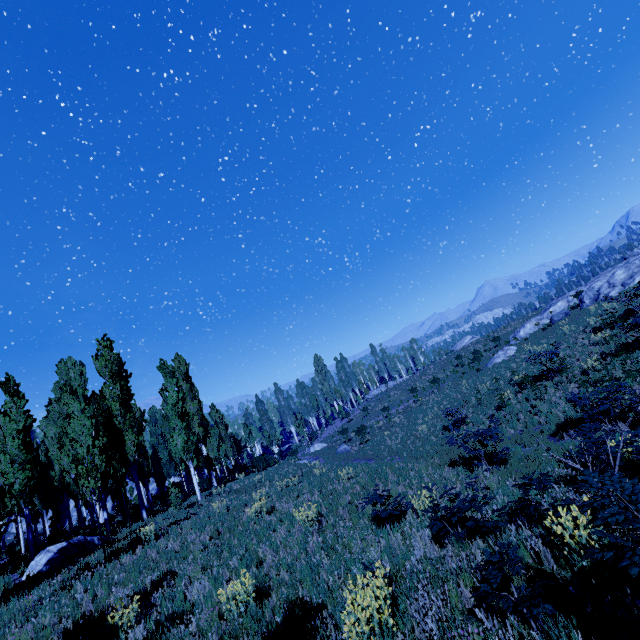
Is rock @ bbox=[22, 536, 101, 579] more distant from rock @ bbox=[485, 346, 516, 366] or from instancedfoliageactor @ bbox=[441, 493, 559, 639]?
rock @ bbox=[485, 346, 516, 366]

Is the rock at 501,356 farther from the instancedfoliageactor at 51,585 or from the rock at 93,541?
the rock at 93,541

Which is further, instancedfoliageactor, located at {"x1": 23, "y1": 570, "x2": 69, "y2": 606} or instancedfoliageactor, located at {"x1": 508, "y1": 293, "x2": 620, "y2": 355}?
instancedfoliageactor, located at {"x1": 508, "y1": 293, "x2": 620, "y2": 355}

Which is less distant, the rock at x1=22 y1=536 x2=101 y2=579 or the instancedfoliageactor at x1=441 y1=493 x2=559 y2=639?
the instancedfoliageactor at x1=441 y1=493 x2=559 y2=639

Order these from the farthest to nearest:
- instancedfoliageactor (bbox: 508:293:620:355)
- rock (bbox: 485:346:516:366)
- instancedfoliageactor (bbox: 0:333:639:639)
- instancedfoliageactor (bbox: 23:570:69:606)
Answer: rock (bbox: 485:346:516:366)
instancedfoliageactor (bbox: 508:293:620:355)
instancedfoliageactor (bbox: 23:570:69:606)
instancedfoliageactor (bbox: 0:333:639:639)

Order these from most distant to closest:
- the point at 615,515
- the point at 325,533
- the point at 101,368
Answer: the point at 101,368
the point at 325,533
the point at 615,515

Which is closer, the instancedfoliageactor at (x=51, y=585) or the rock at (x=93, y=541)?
the instancedfoliageactor at (x=51, y=585)
